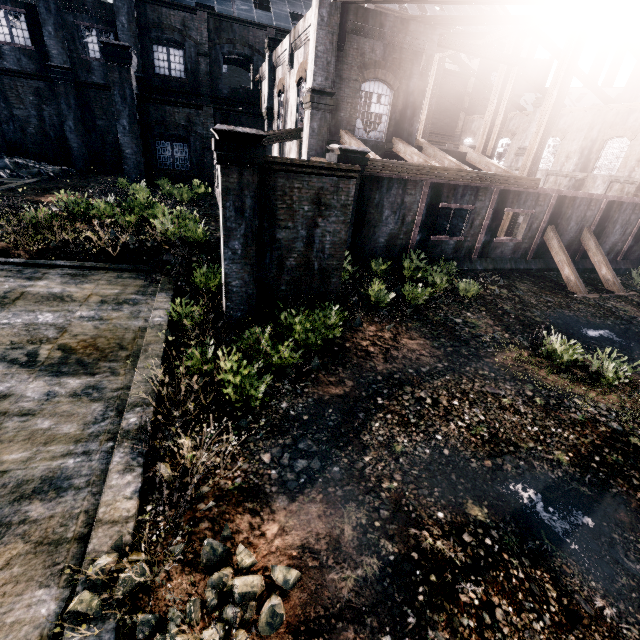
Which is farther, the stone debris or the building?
the stone debris

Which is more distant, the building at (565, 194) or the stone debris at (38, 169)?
the stone debris at (38, 169)

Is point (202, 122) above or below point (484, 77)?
below
